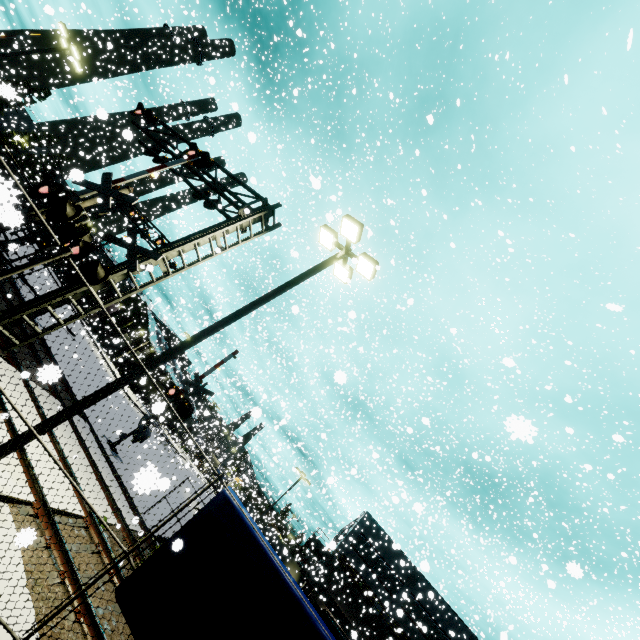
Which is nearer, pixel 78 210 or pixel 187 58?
pixel 78 210

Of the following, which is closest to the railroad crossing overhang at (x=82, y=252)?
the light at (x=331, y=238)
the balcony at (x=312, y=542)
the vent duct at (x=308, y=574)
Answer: the light at (x=331, y=238)

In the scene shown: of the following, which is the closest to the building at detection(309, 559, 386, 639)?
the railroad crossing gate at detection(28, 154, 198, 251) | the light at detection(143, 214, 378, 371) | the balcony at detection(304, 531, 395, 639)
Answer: the balcony at detection(304, 531, 395, 639)

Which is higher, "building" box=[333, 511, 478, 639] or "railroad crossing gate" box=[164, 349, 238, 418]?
"building" box=[333, 511, 478, 639]

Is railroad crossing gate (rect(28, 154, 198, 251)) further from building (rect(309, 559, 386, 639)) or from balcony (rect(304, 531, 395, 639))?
balcony (rect(304, 531, 395, 639))

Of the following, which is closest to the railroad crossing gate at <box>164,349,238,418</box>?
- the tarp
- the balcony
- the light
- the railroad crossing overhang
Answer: the railroad crossing overhang

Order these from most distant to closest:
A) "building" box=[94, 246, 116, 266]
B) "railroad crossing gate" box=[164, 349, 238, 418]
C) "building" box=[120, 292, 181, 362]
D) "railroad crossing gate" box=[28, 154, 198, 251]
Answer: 1. "building" box=[94, 246, 116, 266]
2. "building" box=[120, 292, 181, 362]
3. "railroad crossing gate" box=[164, 349, 238, 418]
4. "railroad crossing gate" box=[28, 154, 198, 251]

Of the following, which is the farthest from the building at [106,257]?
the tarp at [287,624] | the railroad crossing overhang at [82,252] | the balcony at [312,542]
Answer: the railroad crossing overhang at [82,252]
